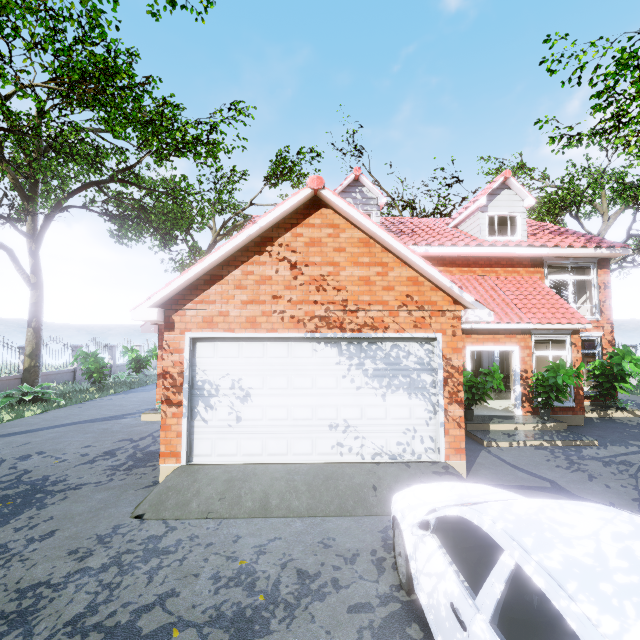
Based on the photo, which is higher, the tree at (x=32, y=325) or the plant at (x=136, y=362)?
the tree at (x=32, y=325)

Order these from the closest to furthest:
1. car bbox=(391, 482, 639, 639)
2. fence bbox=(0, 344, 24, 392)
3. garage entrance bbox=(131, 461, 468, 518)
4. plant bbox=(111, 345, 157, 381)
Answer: car bbox=(391, 482, 639, 639) < garage entrance bbox=(131, 461, 468, 518) < fence bbox=(0, 344, 24, 392) < plant bbox=(111, 345, 157, 381)

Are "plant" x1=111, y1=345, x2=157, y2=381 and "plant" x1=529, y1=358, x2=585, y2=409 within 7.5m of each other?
no

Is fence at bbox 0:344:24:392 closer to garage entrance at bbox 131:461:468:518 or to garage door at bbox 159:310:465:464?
garage entrance at bbox 131:461:468:518

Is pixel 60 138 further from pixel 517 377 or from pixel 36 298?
pixel 517 377

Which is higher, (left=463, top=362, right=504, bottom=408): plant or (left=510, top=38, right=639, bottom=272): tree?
(left=510, top=38, right=639, bottom=272): tree

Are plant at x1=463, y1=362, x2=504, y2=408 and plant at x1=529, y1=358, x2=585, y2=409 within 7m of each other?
yes

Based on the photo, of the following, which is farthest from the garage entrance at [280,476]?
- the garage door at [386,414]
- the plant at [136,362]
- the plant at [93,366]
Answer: the plant at [136,362]
